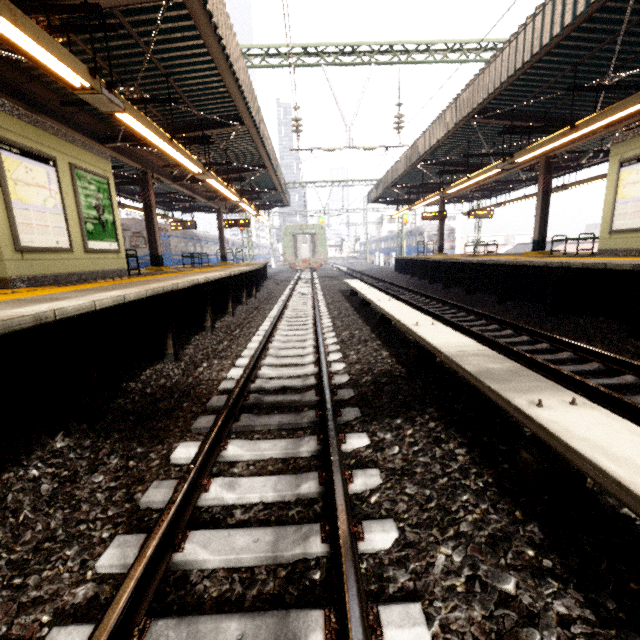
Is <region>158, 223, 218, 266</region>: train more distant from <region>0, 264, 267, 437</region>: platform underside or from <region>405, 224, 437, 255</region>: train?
<region>405, 224, 437, 255</region>: train

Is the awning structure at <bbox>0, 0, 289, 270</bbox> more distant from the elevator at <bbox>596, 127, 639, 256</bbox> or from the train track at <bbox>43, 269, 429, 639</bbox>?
the elevator at <bbox>596, 127, 639, 256</bbox>

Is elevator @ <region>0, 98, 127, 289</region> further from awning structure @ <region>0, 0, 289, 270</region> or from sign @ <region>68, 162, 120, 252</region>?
awning structure @ <region>0, 0, 289, 270</region>

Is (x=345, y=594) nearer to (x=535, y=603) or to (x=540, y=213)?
(x=535, y=603)

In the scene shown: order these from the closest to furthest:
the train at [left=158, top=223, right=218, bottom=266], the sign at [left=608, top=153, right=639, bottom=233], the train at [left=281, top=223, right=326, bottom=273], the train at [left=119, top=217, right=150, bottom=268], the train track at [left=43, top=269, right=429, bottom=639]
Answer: the train track at [left=43, top=269, right=429, bottom=639] < the sign at [left=608, top=153, right=639, bottom=233] < the train at [left=119, top=217, right=150, bottom=268] < the train at [left=158, top=223, right=218, bottom=266] < the train at [left=281, top=223, right=326, bottom=273]

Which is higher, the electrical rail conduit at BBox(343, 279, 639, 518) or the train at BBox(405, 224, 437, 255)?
the train at BBox(405, 224, 437, 255)

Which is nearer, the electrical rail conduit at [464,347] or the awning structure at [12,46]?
the electrical rail conduit at [464,347]

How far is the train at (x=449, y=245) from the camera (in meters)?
34.97
